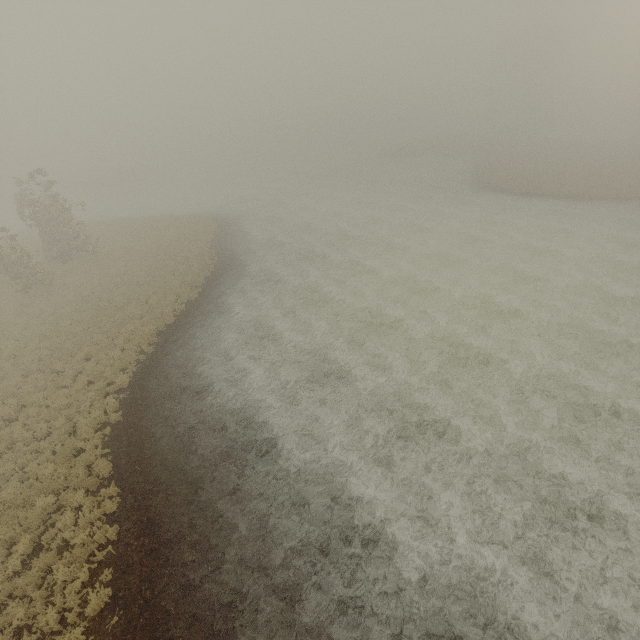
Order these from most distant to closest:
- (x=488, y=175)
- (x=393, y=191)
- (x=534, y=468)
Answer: (x=488, y=175) < (x=393, y=191) < (x=534, y=468)
